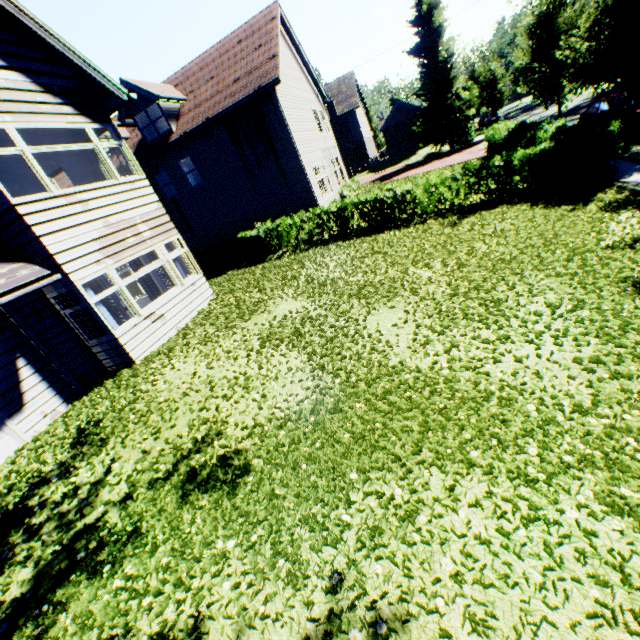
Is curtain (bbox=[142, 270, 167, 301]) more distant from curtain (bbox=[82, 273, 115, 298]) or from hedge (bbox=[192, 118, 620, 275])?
hedge (bbox=[192, 118, 620, 275])

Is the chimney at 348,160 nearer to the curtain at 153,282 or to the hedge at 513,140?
the hedge at 513,140

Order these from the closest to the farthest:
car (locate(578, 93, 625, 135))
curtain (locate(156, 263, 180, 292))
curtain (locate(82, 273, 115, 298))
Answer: curtain (locate(82, 273, 115, 298)) → curtain (locate(156, 263, 180, 292)) → car (locate(578, 93, 625, 135))

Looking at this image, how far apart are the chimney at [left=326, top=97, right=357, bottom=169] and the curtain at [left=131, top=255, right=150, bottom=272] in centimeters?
3562cm

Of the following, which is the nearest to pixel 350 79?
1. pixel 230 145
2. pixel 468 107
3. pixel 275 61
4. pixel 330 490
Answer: pixel 468 107

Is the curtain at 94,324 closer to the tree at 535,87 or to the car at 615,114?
the tree at 535,87

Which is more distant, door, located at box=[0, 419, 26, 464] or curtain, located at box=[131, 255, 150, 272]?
curtain, located at box=[131, 255, 150, 272]

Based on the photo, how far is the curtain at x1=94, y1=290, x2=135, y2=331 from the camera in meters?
8.3
